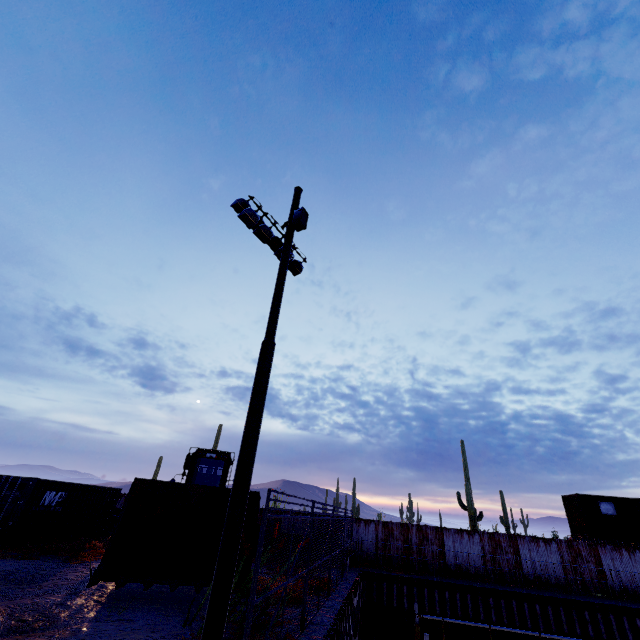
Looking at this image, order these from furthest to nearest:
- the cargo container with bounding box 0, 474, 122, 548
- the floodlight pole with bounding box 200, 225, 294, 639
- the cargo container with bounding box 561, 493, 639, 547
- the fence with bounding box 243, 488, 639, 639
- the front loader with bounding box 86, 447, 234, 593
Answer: the cargo container with bounding box 561, 493, 639, 547, the cargo container with bounding box 0, 474, 122, 548, the front loader with bounding box 86, 447, 234, 593, the fence with bounding box 243, 488, 639, 639, the floodlight pole with bounding box 200, 225, 294, 639

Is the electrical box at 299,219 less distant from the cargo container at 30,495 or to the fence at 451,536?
the fence at 451,536

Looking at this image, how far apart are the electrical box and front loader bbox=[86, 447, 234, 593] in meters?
7.8

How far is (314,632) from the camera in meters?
7.6 m

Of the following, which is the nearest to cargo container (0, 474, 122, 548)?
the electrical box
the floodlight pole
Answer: the floodlight pole

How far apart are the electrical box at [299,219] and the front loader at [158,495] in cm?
784

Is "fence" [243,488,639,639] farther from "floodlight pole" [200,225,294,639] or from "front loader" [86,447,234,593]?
"front loader" [86,447,234,593]
